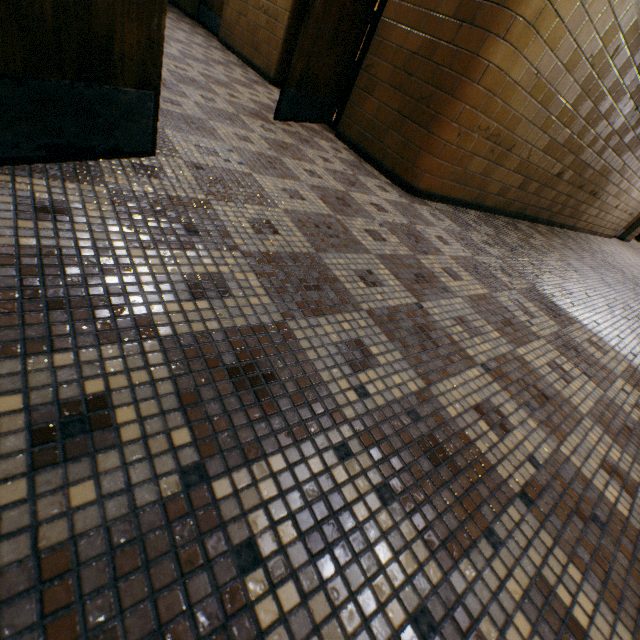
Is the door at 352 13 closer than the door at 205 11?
Yes

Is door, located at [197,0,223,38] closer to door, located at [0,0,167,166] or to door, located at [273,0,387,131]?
door, located at [273,0,387,131]

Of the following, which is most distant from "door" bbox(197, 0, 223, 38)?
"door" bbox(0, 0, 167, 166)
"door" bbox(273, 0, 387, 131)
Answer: "door" bbox(0, 0, 167, 166)

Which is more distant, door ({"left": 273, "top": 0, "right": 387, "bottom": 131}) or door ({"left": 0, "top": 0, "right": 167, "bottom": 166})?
door ({"left": 273, "top": 0, "right": 387, "bottom": 131})

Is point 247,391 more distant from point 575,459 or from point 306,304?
point 575,459

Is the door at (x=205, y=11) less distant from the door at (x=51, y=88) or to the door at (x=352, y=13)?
the door at (x=352, y=13)

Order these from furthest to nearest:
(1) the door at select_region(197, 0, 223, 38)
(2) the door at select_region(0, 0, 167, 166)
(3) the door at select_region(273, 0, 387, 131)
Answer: (1) the door at select_region(197, 0, 223, 38), (3) the door at select_region(273, 0, 387, 131), (2) the door at select_region(0, 0, 167, 166)
